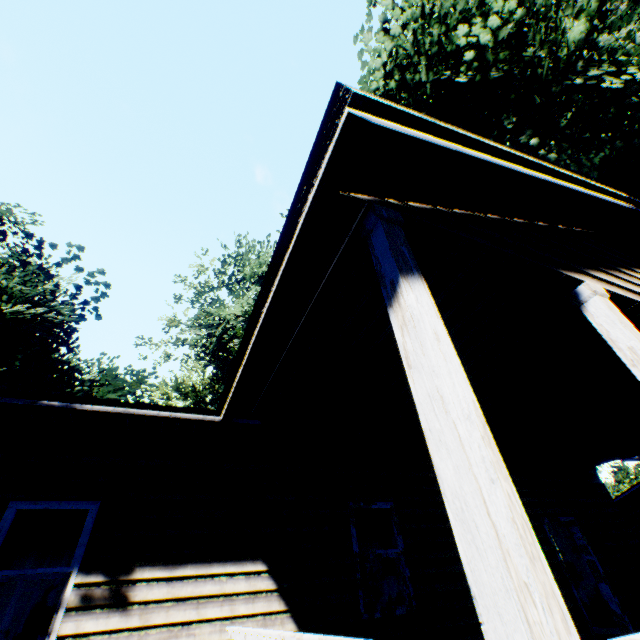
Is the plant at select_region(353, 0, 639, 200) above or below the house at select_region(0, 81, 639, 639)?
above

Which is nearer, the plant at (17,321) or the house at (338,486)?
the house at (338,486)

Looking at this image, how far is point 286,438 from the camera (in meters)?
5.80

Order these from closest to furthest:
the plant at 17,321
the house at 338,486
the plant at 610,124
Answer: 1. the house at 338,486
2. the plant at 610,124
3. the plant at 17,321

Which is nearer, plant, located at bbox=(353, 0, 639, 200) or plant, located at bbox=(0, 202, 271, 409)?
plant, located at bbox=(353, 0, 639, 200)

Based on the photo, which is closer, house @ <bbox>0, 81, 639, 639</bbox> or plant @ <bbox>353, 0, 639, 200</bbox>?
house @ <bbox>0, 81, 639, 639</bbox>

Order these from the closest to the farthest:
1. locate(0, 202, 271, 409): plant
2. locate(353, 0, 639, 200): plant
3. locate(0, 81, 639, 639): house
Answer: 1. locate(0, 81, 639, 639): house
2. locate(353, 0, 639, 200): plant
3. locate(0, 202, 271, 409): plant
